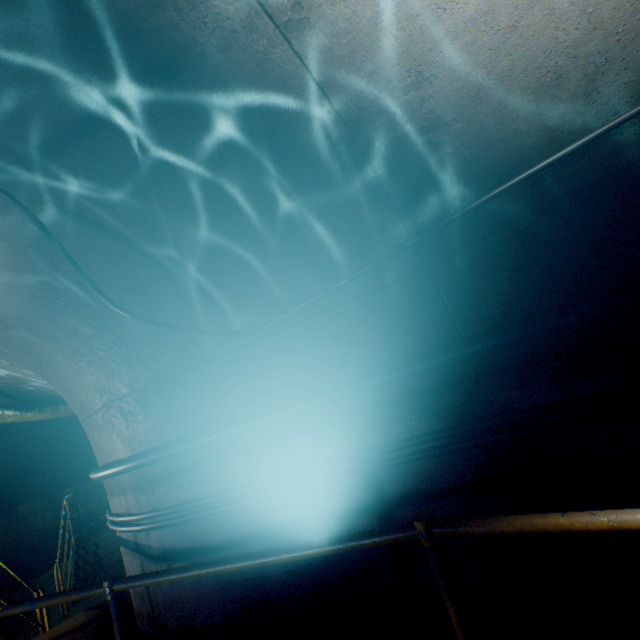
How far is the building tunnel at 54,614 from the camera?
6.49m

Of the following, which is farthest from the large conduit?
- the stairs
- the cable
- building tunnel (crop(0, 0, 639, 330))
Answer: the stairs

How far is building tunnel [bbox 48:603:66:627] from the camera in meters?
6.5

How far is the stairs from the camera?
6.59m

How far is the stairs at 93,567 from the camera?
6.6 meters

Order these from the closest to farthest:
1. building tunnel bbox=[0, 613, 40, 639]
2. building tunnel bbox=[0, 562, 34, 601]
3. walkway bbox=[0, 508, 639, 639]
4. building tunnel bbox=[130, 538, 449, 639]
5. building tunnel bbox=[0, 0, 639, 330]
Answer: walkway bbox=[0, 508, 639, 639]
building tunnel bbox=[0, 0, 639, 330]
building tunnel bbox=[130, 538, 449, 639]
building tunnel bbox=[0, 613, 40, 639]
building tunnel bbox=[0, 562, 34, 601]

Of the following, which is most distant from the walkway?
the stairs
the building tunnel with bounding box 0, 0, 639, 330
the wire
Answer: the stairs

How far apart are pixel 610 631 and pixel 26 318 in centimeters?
466cm
